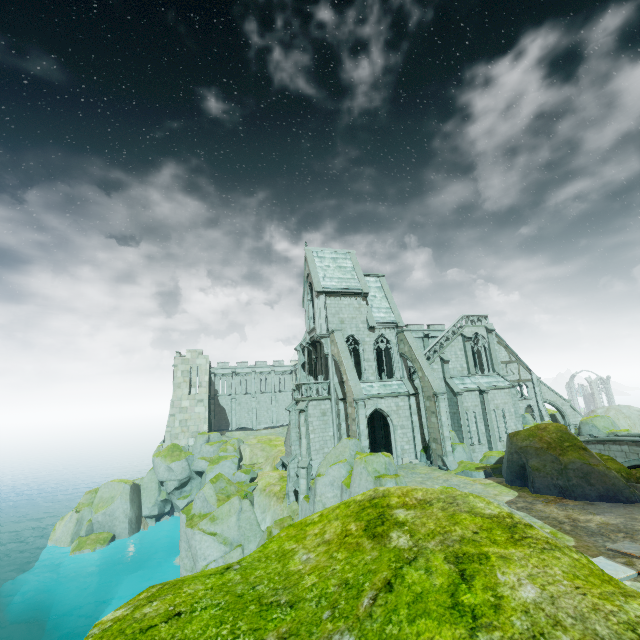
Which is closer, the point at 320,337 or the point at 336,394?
the point at 336,394

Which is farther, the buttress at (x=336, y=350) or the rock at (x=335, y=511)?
the buttress at (x=336, y=350)

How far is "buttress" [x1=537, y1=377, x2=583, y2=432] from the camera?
39.6 meters

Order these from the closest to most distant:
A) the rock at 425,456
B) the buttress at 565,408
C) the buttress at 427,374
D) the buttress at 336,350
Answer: the buttress at 336,350
the buttress at 427,374
the rock at 425,456
the buttress at 565,408

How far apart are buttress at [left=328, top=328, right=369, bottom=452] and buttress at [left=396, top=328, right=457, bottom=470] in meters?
5.9 m

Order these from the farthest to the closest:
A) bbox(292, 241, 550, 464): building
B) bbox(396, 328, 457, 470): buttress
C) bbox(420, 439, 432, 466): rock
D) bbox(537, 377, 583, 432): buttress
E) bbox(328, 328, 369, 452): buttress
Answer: bbox(537, 377, 583, 432): buttress → bbox(292, 241, 550, 464): building → bbox(420, 439, 432, 466): rock → bbox(396, 328, 457, 470): buttress → bbox(328, 328, 369, 452): buttress

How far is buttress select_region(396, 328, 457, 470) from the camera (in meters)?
24.66

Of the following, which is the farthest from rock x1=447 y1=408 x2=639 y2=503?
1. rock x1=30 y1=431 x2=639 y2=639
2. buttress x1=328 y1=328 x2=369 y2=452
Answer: buttress x1=328 y1=328 x2=369 y2=452
